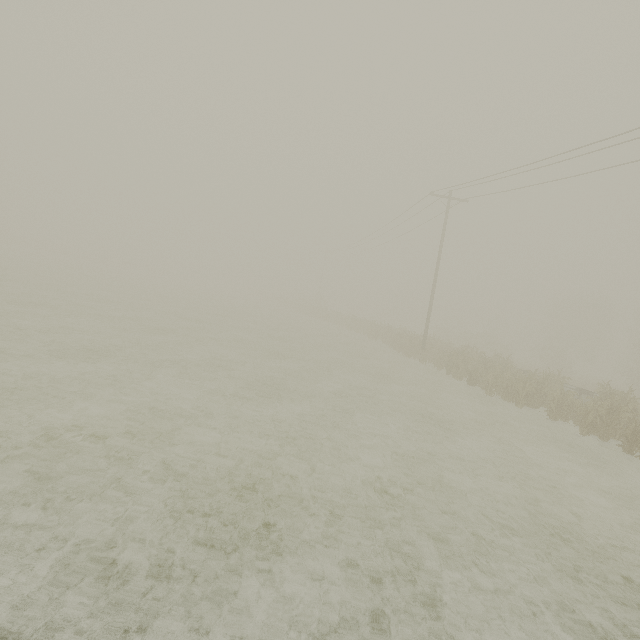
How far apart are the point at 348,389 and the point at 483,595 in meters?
8.6 m
